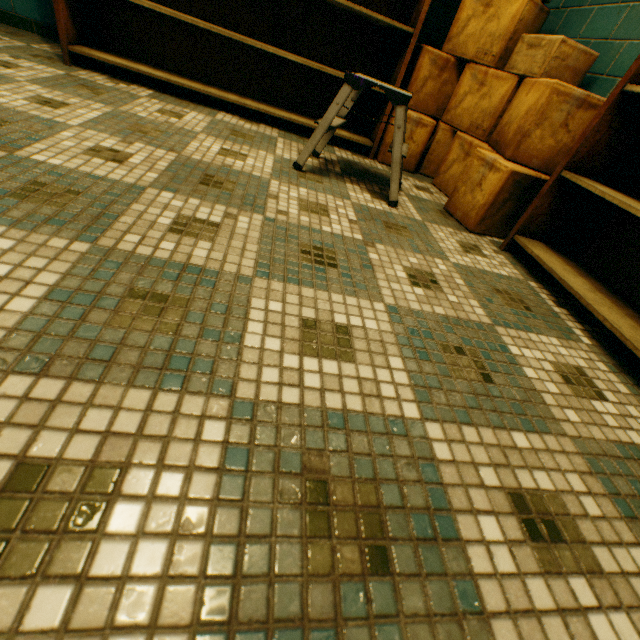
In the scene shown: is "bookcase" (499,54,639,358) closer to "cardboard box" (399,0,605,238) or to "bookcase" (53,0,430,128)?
"cardboard box" (399,0,605,238)

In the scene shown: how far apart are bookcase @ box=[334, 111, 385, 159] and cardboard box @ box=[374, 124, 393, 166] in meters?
0.0

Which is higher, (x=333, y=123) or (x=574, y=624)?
(x=333, y=123)

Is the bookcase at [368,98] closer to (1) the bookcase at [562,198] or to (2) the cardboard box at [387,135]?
(2) the cardboard box at [387,135]

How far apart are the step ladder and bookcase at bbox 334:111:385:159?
0.8m

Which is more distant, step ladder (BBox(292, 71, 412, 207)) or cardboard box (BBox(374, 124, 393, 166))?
cardboard box (BBox(374, 124, 393, 166))

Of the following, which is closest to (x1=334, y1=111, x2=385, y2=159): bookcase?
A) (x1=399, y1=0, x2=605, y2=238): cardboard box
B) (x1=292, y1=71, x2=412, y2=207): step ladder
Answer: (x1=399, y1=0, x2=605, y2=238): cardboard box

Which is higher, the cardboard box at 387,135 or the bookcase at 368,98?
the bookcase at 368,98
